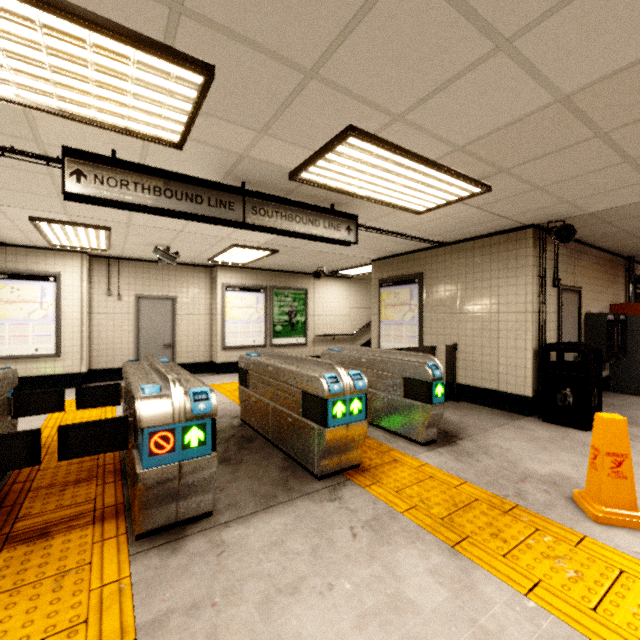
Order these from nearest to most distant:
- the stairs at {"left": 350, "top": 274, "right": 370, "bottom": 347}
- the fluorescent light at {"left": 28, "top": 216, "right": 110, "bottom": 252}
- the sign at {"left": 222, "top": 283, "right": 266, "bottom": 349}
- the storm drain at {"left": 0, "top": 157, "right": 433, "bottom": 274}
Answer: the storm drain at {"left": 0, "top": 157, "right": 433, "bottom": 274}
the fluorescent light at {"left": 28, "top": 216, "right": 110, "bottom": 252}
the sign at {"left": 222, "top": 283, "right": 266, "bottom": 349}
the stairs at {"left": 350, "top": 274, "right": 370, "bottom": 347}

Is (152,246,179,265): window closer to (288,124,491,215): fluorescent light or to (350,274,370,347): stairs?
(288,124,491,215): fluorescent light

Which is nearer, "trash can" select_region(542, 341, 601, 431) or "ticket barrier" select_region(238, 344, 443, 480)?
"ticket barrier" select_region(238, 344, 443, 480)

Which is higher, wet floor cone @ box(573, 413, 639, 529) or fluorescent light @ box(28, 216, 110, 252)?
fluorescent light @ box(28, 216, 110, 252)

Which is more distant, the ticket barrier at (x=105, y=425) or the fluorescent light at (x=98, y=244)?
the fluorescent light at (x=98, y=244)

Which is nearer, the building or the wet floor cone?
the wet floor cone

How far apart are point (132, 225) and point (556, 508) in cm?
626

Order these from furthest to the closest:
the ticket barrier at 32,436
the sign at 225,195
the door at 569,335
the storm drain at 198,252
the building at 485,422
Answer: the door at 569,335 < the building at 485,422 < the storm drain at 198,252 < the sign at 225,195 < the ticket barrier at 32,436
